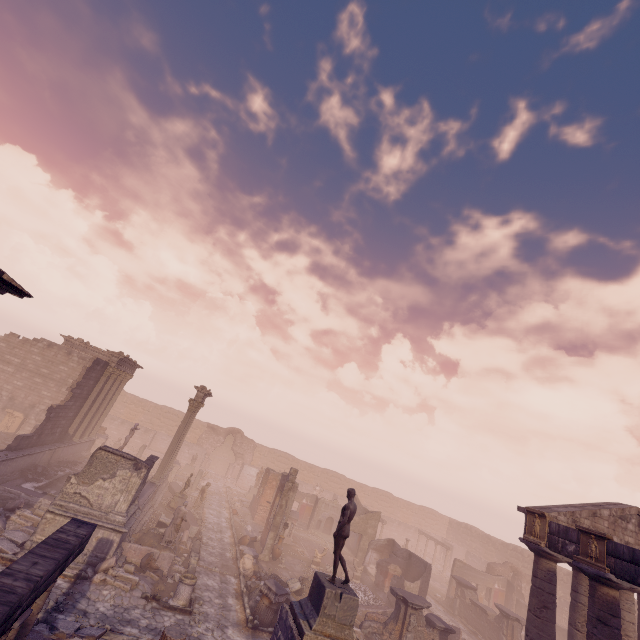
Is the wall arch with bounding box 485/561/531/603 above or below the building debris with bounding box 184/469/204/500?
above

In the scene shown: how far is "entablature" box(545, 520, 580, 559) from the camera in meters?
12.0 m

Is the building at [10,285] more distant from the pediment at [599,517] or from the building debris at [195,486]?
the pediment at [599,517]

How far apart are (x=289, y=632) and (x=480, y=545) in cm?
4367

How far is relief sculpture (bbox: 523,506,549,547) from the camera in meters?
13.0 m

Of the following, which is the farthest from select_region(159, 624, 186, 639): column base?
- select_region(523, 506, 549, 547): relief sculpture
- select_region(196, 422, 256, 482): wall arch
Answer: select_region(196, 422, 256, 482): wall arch

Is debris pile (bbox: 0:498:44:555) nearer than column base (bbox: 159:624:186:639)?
No

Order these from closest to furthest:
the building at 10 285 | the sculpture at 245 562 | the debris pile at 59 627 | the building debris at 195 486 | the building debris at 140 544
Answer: the building at 10 285 → the debris pile at 59 627 → the building debris at 140 544 → the sculpture at 245 562 → the building debris at 195 486
